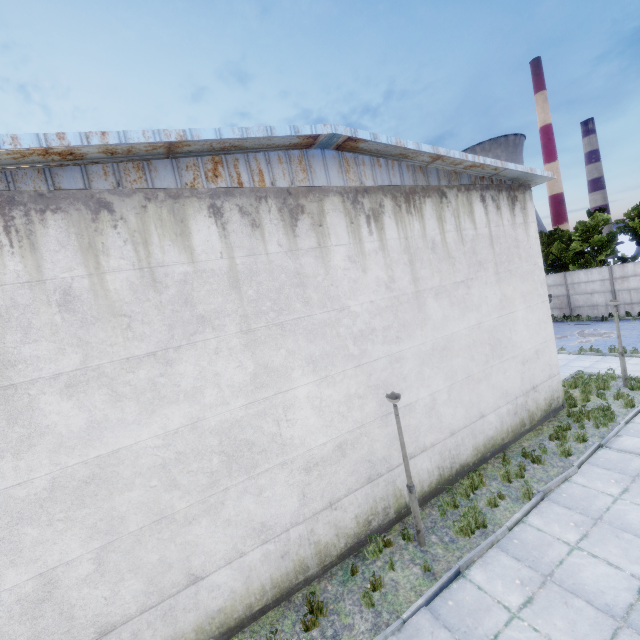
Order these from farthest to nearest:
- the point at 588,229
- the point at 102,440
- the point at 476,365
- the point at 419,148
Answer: the point at 588,229 < the point at 476,365 < the point at 419,148 < the point at 102,440
